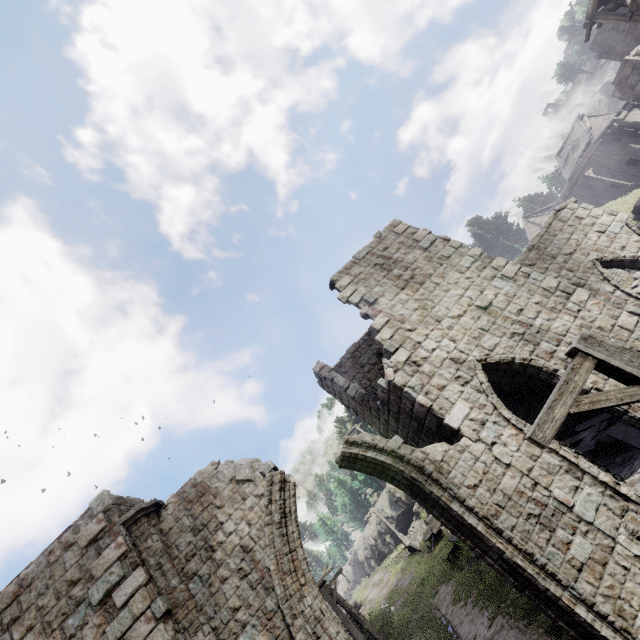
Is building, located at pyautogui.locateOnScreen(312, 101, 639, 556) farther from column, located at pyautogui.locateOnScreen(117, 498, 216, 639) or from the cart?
the cart

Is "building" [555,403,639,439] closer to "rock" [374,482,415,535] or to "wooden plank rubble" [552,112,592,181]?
"rock" [374,482,415,535]

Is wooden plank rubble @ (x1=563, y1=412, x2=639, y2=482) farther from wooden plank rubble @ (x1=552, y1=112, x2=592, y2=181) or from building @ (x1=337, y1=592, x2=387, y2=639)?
wooden plank rubble @ (x1=552, y1=112, x2=592, y2=181)

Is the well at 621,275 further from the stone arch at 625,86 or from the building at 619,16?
the stone arch at 625,86

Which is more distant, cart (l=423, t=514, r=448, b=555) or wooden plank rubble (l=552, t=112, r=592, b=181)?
wooden plank rubble (l=552, t=112, r=592, b=181)

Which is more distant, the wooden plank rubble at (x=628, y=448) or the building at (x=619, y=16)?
the building at (x=619, y=16)

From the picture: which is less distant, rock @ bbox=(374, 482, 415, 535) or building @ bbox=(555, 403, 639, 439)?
building @ bbox=(555, 403, 639, 439)

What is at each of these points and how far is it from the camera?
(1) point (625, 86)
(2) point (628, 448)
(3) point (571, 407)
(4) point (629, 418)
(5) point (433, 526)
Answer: (1) stone arch, 24.66m
(2) wooden plank rubble, 8.66m
(3) wooden lamp post, 3.53m
(4) building, 7.62m
(5) cart, 23.09m
